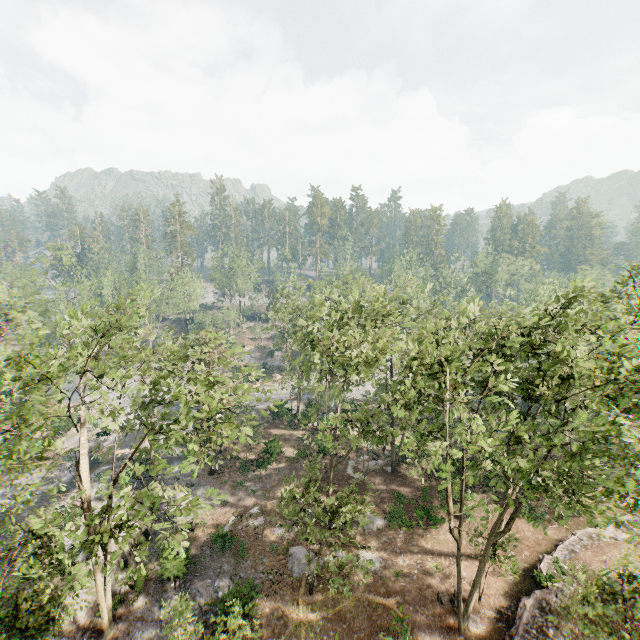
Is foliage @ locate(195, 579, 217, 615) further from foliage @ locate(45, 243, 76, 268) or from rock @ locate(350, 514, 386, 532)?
rock @ locate(350, 514, 386, 532)

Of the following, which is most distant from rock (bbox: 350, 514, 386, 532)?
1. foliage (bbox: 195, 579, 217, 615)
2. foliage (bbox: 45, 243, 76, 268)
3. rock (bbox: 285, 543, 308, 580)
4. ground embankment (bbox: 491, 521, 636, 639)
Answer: ground embankment (bbox: 491, 521, 636, 639)

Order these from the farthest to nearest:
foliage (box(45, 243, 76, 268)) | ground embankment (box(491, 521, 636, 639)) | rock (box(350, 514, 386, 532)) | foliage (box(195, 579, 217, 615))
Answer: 1. foliage (box(45, 243, 76, 268))
2. rock (box(350, 514, 386, 532))
3. foliage (box(195, 579, 217, 615))
4. ground embankment (box(491, 521, 636, 639))

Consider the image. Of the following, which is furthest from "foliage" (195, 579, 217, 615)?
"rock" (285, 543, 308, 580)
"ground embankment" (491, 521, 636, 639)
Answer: "ground embankment" (491, 521, 636, 639)

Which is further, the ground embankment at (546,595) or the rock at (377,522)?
the rock at (377,522)

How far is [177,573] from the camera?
21.2m

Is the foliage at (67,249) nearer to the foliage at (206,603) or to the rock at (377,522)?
the rock at (377,522)

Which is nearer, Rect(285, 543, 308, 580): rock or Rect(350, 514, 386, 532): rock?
Rect(285, 543, 308, 580): rock
